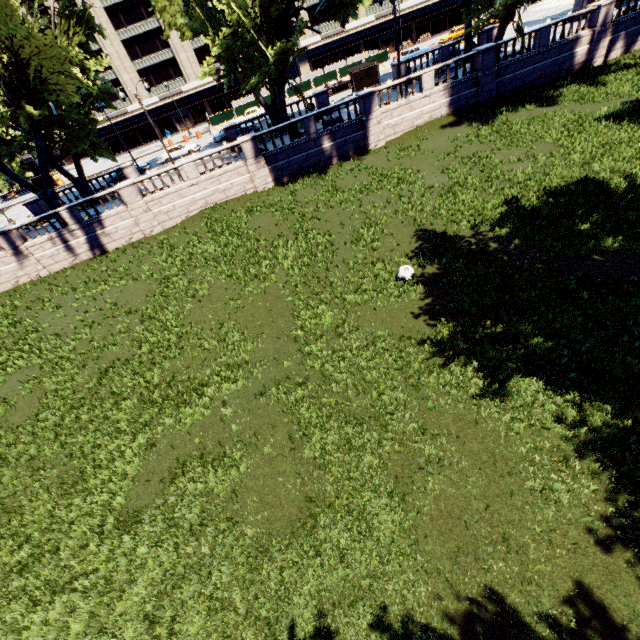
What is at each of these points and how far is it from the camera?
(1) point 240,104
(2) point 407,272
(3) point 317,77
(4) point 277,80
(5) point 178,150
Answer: (1) fence, 52.75m
(2) ball, 12.88m
(3) fence, 46.53m
(4) tree, 22.95m
(5) vehicle, 38.25m

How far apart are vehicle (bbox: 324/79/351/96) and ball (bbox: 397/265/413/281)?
40.33m

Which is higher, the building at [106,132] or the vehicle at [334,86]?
the building at [106,132]

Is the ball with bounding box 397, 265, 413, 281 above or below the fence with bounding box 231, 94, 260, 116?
below

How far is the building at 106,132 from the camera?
55.1m

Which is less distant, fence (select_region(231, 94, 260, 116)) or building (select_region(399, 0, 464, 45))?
fence (select_region(231, 94, 260, 116))

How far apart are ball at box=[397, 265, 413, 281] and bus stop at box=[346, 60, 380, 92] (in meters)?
33.93

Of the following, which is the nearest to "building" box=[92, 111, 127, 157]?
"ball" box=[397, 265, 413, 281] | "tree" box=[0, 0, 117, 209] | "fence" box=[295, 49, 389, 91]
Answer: "fence" box=[295, 49, 389, 91]
